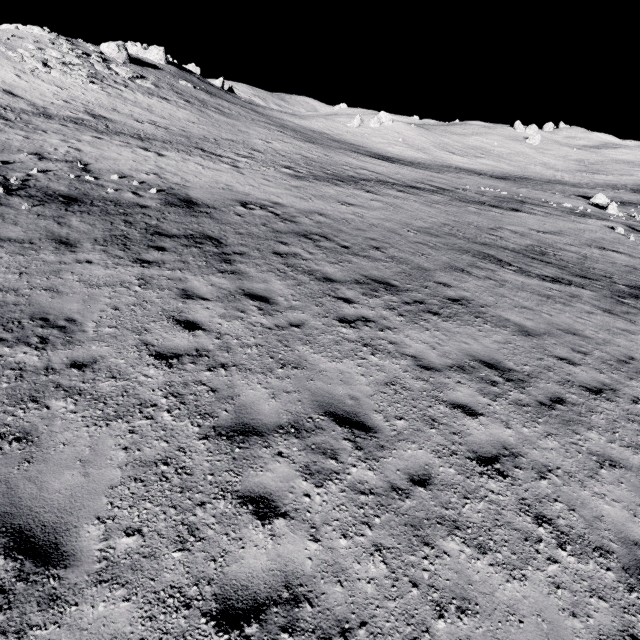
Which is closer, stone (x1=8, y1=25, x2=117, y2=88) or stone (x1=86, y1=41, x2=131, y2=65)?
stone (x1=8, y1=25, x2=117, y2=88)

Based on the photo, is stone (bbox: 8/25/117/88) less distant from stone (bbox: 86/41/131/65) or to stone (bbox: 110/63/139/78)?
stone (bbox: 110/63/139/78)

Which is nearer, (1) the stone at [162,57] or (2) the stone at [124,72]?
(2) the stone at [124,72]

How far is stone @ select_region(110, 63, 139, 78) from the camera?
37.81m

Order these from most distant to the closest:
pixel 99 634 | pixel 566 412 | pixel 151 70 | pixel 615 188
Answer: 1. pixel 615 188
2. pixel 151 70
3. pixel 566 412
4. pixel 99 634

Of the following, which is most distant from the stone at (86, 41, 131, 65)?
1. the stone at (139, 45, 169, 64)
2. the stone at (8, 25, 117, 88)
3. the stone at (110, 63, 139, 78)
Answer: the stone at (139, 45, 169, 64)

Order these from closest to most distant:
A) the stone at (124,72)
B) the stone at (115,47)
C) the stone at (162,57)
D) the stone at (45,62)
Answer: the stone at (45,62) → the stone at (124,72) → the stone at (115,47) → the stone at (162,57)

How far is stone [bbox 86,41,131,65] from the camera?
41.8m
